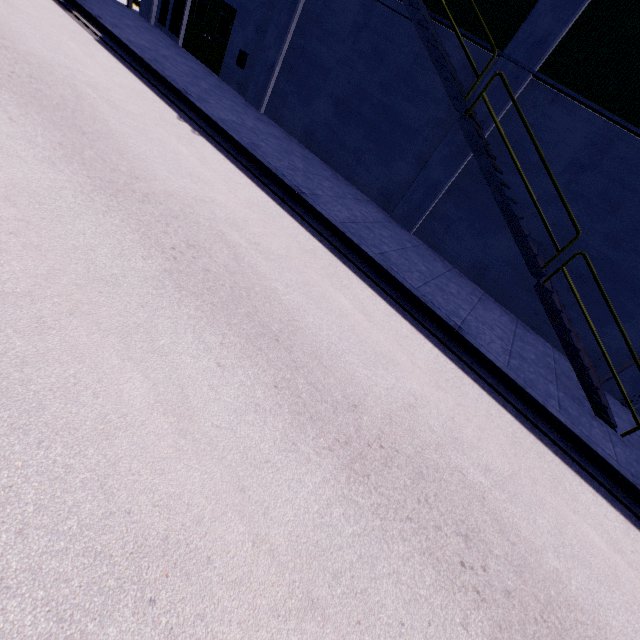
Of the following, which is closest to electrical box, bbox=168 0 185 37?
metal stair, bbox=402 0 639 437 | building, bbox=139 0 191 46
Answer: building, bbox=139 0 191 46

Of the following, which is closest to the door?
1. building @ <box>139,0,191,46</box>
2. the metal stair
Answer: building @ <box>139,0,191,46</box>

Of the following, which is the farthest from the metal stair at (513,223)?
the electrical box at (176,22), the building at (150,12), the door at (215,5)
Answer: the electrical box at (176,22)

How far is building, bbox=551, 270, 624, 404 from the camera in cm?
895

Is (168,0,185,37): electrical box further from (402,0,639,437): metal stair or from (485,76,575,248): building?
(402,0,639,437): metal stair

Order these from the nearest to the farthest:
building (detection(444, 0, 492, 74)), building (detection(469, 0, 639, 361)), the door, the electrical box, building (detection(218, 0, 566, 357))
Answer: building (detection(469, 0, 639, 361)) → building (detection(444, 0, 492, 74)) → building (detection(218, 0, 566, 357)) → the door → the electrical box

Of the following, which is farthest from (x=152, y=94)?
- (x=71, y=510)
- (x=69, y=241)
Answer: (x=71, y=510)

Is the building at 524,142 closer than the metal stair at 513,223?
No
